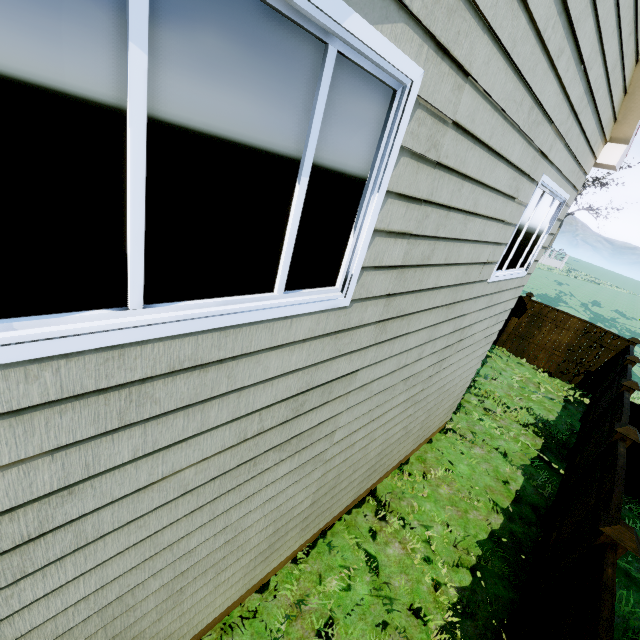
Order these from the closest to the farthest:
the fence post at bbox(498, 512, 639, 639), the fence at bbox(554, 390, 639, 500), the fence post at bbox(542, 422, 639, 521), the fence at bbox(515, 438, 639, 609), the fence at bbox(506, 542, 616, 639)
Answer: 1. the fence at bbox(506, 542, 616, 639)
2. the fence post at bbox(498, 512, 639, 639)
3. the fence at bbox(515, 438, 639, 609)
4. the fence post at bbox(542, 422, 639, 521)
5. the fence at bbox(554, 390, 639, 500)

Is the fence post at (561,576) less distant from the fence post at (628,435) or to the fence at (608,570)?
the fence at (608,570)

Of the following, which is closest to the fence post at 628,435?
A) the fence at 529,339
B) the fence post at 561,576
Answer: the fence at 529,339

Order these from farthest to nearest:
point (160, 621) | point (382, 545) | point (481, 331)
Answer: point (481, 331) → point (382, 545) → point (160, 621)

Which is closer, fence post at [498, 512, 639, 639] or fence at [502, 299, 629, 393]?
fence post at [498, 512, 639, 639]

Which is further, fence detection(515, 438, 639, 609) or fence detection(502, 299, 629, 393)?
fence detection(502, 299, 629, 393)

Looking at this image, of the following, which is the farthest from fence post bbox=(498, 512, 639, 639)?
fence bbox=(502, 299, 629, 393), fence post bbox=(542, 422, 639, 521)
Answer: fence post bbox=(542, 422, 639, 521)
